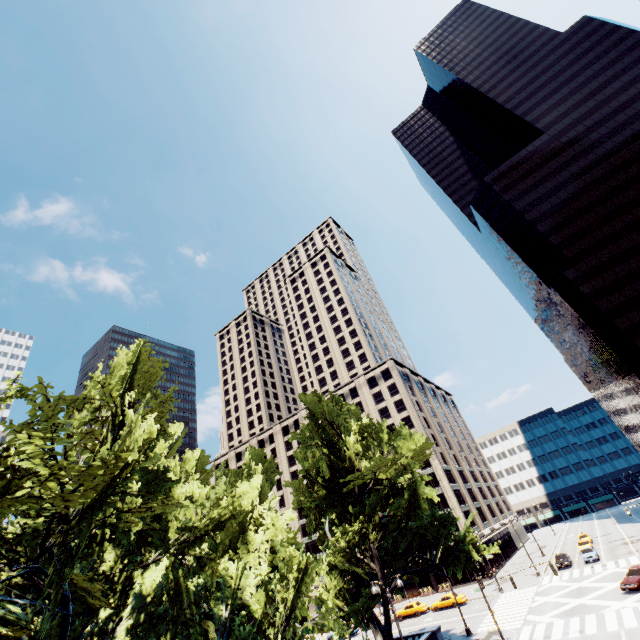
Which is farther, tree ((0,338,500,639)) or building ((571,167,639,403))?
building ((571,167,639,403))

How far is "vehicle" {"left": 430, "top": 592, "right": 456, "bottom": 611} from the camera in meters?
44.6 m

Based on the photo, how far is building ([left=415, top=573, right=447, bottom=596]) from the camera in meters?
57.3

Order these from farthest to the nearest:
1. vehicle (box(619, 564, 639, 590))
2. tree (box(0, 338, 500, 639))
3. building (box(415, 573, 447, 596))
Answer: building (box(415, 573, 447, 596)) → vehicle (box(619, 564, 639, 590)) → tree (box(0, 338, 500, 639))

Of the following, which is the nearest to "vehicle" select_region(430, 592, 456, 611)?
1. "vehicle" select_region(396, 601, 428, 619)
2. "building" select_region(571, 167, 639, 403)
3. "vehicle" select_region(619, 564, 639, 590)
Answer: "vehicle" select_region(396, 601, 428, 619)

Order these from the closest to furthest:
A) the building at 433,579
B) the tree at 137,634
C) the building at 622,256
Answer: the tree at 137,634, the building at 622,256, the building at 433,579

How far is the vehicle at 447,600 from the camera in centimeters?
4459cm

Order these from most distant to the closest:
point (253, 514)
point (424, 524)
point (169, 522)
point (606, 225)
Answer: point (606, 225)
point (424, 524)
point (253, 514)
point (169, 522)
